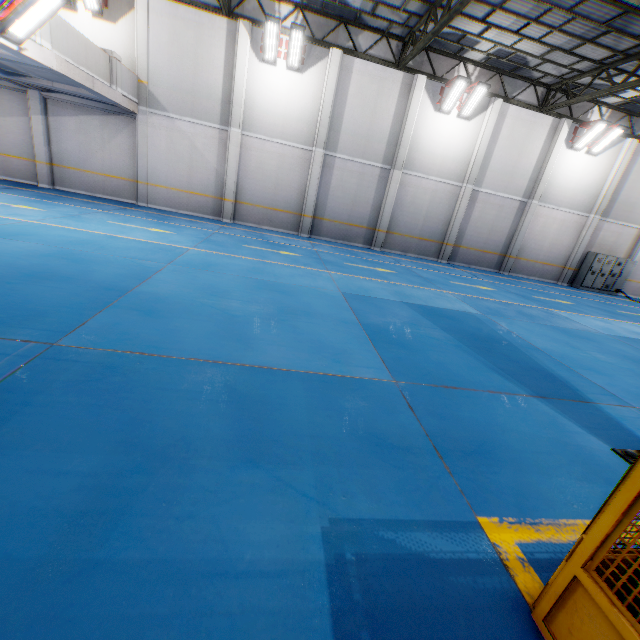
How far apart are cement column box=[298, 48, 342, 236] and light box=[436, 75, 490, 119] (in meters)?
4.77

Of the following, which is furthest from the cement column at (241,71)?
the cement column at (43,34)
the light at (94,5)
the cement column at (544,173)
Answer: the cement column at (544,173)

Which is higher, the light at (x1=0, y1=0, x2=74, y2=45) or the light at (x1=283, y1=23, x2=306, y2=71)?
the light at (x1=283, y1=23, x2=306, y2=71)

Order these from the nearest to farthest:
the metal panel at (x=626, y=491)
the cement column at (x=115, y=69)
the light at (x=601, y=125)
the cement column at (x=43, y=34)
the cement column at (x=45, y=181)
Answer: the metal panel at (x=626, y=491), the cement column at (x=43, y=34), the cement column at (x=115, y=69), the cement column at (x=45, y=181), the light at (x=601, y=125)

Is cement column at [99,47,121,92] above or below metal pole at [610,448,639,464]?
above

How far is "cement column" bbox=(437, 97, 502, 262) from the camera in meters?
15.5 m

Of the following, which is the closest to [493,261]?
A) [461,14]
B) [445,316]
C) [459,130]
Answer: [459,130]

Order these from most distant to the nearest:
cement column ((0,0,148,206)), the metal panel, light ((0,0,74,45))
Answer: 1. cement column ((0,0,148,206))
2. light ((0,0,74,45))
3. the metal panel
